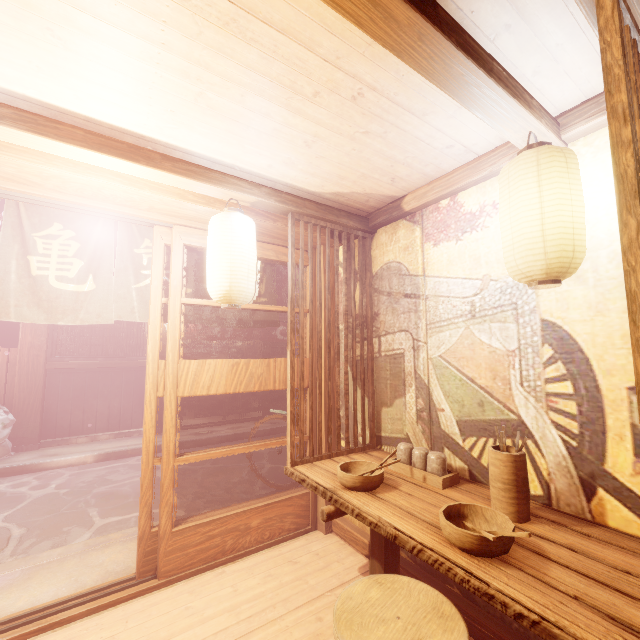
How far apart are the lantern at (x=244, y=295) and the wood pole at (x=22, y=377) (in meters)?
10.62

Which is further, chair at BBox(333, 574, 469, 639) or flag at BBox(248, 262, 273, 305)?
flag at BBox(248, 262, 273, 305)

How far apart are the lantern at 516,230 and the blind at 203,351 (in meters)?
27.38

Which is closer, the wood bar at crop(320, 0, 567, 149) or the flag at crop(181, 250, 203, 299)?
the wood bar at crop(320, 0, 567, 149)

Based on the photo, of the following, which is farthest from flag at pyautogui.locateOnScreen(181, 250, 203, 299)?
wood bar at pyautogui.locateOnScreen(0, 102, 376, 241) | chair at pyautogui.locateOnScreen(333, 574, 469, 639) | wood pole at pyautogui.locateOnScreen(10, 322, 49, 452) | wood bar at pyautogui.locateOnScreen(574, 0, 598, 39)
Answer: wood pole at pyautogui.locateOnScreen(10, 322, 49, 452)

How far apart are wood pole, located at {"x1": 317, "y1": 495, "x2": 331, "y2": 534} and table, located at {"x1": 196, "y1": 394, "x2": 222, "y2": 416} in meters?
11.8

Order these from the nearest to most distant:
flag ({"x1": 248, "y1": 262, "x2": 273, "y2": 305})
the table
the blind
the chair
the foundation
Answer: the chair < flag ({"x1": 248, "y1": 262, "x2": 273, "y2": 305}) < the foundation < the table < the blind

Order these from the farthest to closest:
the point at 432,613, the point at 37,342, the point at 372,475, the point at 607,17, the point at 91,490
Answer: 1. the point at 37,342
2. the point at 91,490
3. the point at 372,475
4. the point at 432,613
5. the point at 607,17
